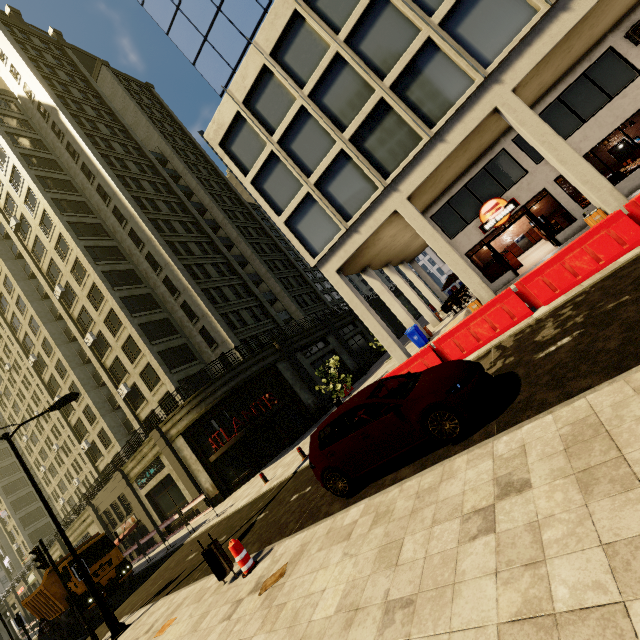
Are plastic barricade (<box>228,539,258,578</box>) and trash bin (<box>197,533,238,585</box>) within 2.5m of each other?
yes

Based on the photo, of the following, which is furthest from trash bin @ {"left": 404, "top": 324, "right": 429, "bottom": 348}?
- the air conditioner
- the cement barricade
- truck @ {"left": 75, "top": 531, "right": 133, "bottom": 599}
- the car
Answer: truck @ {"left": 75, "top": 531, "right": 133, "bottom": 599}

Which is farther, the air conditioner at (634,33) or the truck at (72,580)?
the truck at (72,580)

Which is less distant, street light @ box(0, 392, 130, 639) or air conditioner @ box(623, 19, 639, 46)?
street light @ box(0, 392, 130, 639)

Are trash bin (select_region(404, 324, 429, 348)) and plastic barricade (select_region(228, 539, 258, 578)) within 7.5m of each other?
no

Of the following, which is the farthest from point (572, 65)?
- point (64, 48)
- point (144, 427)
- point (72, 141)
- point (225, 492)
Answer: point (64, 48)

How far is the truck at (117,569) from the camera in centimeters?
1655cm

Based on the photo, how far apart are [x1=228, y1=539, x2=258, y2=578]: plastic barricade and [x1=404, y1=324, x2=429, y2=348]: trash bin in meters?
14.4 m
